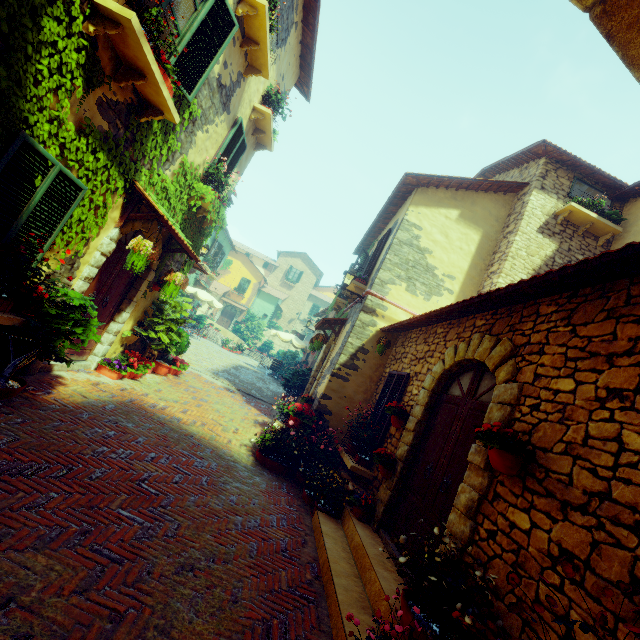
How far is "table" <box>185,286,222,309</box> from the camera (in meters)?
18.67

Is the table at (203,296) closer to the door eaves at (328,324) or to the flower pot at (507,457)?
the door eaves at (328,324)

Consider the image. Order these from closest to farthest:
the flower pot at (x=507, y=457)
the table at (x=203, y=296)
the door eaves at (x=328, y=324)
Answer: the flower pot at (x=507, y=457), the door eaves at (x=328, y=324), the table at (x=203, y=296)

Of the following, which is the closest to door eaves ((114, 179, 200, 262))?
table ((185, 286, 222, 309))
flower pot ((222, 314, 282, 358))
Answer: table ((185, 286, 222, 309))

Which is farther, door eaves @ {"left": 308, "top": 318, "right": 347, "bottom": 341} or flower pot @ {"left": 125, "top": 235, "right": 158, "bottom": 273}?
door eaves @ {"left": 308, "top": 318, "right": 347, "bottom": 341}

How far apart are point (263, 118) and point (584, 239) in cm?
903

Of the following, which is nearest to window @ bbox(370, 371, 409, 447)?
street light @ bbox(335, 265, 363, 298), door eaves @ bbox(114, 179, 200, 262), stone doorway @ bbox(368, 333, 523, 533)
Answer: stone doorway @ bbox(368, 333, 523, 533)

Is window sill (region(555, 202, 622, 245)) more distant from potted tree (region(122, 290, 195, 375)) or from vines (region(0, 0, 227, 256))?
potted tree (region(122, 290, 195, 375))
